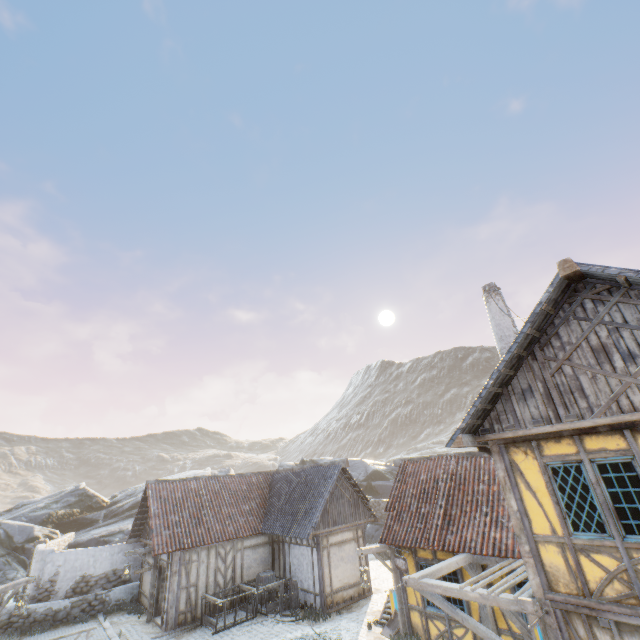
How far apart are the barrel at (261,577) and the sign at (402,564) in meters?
7.7 m

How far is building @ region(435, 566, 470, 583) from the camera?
10.2m

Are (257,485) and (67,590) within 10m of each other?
no

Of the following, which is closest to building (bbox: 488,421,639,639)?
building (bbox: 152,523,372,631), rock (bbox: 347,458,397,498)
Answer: rock (bbox: 347,458,397,498)

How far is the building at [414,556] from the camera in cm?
1090

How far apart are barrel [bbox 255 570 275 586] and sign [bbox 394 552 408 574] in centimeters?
767cm

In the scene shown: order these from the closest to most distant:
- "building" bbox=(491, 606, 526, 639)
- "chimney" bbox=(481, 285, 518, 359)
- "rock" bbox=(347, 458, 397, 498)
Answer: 1. "building" bbox=(491, 606, 526, 639)
2. "chimney" bbox=(481, 285, 518, 359)
3. "rock" bbox=(347, 458, 397, 498)

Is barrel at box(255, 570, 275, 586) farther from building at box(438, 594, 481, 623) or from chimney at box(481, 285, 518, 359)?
chimney at box(481, 285, 518, 359)
